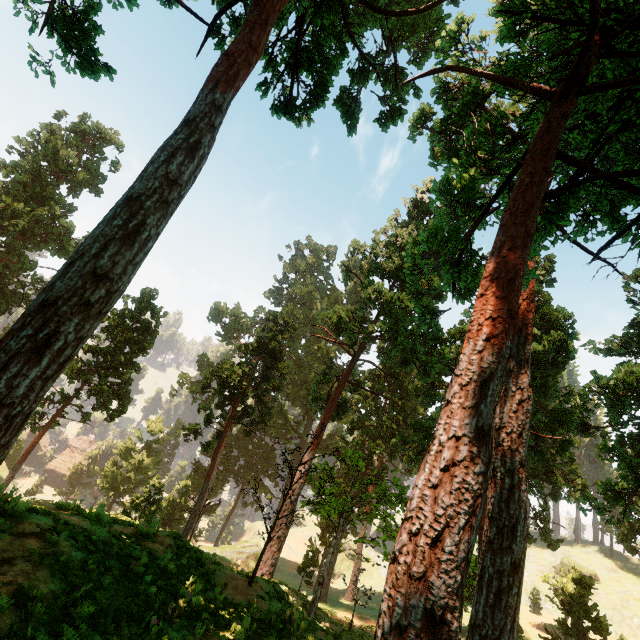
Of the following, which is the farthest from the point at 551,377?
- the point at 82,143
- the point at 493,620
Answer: the point at 82,143

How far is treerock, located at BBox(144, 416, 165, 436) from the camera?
48.7m

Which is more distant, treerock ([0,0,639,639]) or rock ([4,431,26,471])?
rock ([4,431,26,471])

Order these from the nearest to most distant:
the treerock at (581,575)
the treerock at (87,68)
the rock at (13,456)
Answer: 1. the treerock at (87,68)
2. the treerock at (581,575)
3. the rock at (13,456)

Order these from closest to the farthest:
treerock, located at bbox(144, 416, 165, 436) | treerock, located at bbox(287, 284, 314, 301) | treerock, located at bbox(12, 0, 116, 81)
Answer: treerock, located at bbox(12, 0, 116, 81)
treerock, located at bbox(144, 416, 165, 436)
treerock, located at bbox(287, 284, 314, 301)

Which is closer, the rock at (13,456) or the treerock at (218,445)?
the treerock at (218,445)
